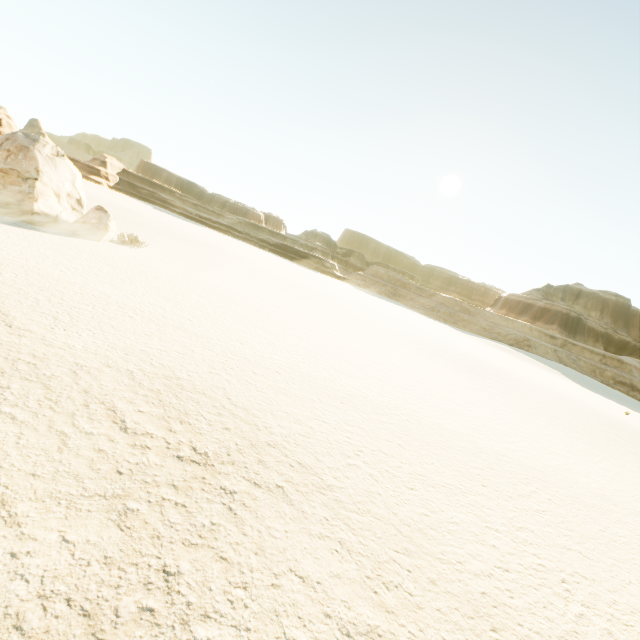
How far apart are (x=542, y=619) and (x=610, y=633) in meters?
1.2
